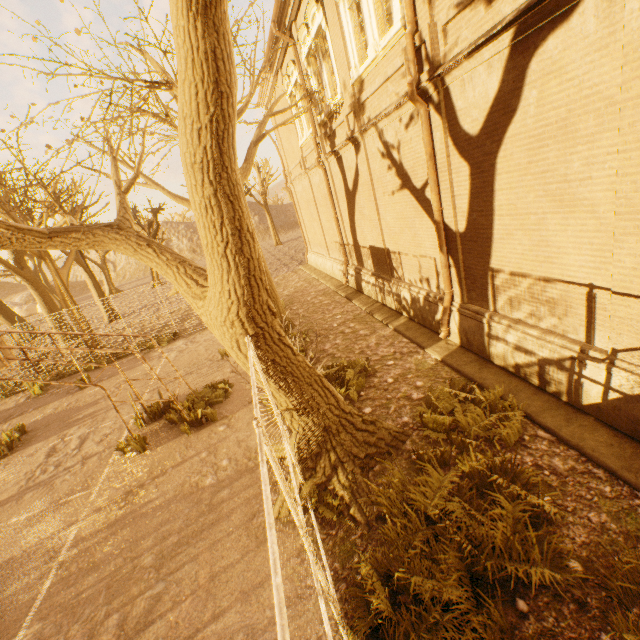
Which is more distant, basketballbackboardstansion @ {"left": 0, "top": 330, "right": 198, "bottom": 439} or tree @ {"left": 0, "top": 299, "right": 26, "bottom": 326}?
tree @ {"left": 0, "top": 299, "right": 26, "bottom": 326}

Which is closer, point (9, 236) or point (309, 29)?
point (9, 236)

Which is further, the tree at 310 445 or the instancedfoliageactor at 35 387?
the instancedfoliageactor at 35 387

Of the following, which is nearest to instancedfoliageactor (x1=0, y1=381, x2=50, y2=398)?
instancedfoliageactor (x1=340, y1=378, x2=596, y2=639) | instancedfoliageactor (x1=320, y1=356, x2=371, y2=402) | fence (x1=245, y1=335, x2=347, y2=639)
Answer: fence (x1=245, y1=335, x2=347, y2=639)

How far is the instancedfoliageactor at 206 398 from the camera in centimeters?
805cm

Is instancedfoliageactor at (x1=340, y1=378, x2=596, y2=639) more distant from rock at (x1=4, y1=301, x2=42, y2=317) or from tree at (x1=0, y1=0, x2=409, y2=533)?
rock at (x1=4, y1=301, x2=42, y2=317)

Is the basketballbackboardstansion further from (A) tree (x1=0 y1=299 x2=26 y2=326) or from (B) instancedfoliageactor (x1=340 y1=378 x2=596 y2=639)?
(B) instancedfoliageactor (x1=340 y1=378 x2=596 y2=639)

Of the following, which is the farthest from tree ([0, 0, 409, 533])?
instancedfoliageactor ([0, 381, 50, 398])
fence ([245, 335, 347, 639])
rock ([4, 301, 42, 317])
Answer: rock ([4, 301, 42, 317])
